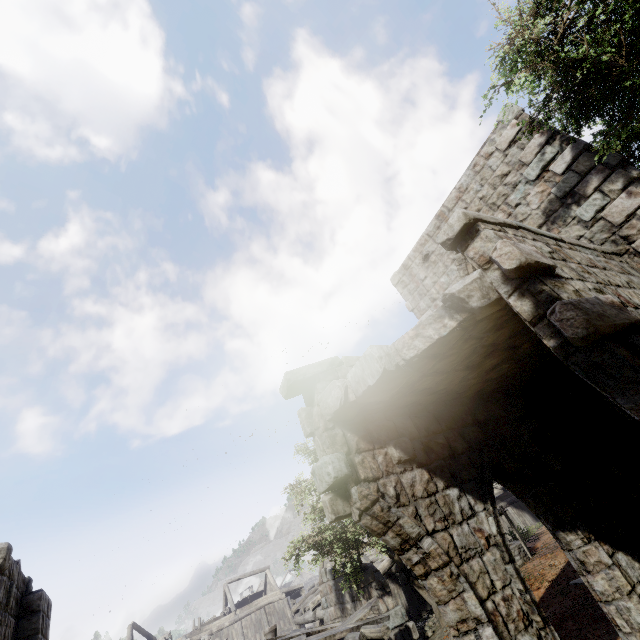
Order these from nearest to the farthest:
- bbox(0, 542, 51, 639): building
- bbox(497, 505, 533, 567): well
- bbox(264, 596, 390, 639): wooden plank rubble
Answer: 1. bbox(0, 542, 51, 639): building
2. bbox(264, 596, 390, 639): wooden plank rubble
3. bbox(497, 505, 533, 567): well

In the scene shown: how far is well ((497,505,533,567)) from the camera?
11.9 meters

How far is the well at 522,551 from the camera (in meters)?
11.95

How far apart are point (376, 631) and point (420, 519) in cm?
646

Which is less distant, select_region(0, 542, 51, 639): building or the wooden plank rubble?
select_region(0, 542, 51, 639): building

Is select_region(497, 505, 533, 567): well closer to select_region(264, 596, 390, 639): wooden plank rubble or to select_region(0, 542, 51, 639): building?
select_region(0, 542, 51, 639): building

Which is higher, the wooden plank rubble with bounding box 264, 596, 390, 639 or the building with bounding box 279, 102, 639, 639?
the building with bounding box 279, 102, 639, 639

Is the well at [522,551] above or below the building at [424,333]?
below
